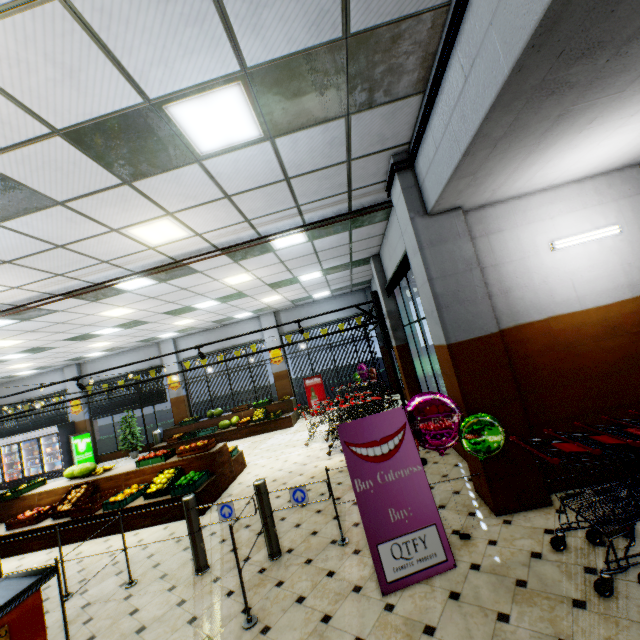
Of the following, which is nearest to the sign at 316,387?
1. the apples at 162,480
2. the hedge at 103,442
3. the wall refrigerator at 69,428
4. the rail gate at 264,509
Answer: the hedge at 103,442

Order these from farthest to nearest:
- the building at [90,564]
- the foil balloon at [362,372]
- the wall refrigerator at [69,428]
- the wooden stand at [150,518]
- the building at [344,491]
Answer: the wall refrigerator at [69,428] → the foil balloon at [362,372] → the wooden stand at [150,518] → the building at [344,491] → the building at [90,564]

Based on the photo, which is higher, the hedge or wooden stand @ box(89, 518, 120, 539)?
the hedge

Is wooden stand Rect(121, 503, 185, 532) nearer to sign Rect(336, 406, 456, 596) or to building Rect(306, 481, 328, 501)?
building Rect(306, 481, 328, 501)

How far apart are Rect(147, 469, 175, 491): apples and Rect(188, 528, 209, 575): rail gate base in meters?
2.5 m

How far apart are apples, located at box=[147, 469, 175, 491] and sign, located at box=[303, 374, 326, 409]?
7.3 meters

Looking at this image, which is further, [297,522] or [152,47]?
[297,522]

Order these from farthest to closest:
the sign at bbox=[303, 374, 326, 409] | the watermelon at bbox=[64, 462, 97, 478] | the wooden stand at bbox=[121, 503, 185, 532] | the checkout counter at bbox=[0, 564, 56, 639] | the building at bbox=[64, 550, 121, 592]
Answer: the sign at bbox=[303, 374, 326, 409]
the watermelon at bbox=[64, 462, 97, 478]
the wooden stand at bbox=[121, 503, 185, 532]
the building at bbox=[64, 550, 121, 592]
the checkout counter at bbox=[0, 564, 56, 639]
